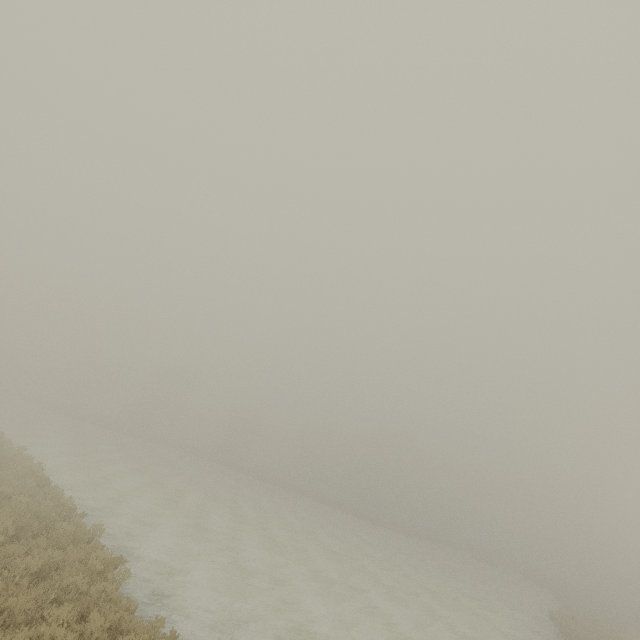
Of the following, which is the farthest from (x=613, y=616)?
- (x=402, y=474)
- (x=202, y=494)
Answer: (x=202, y=494)
